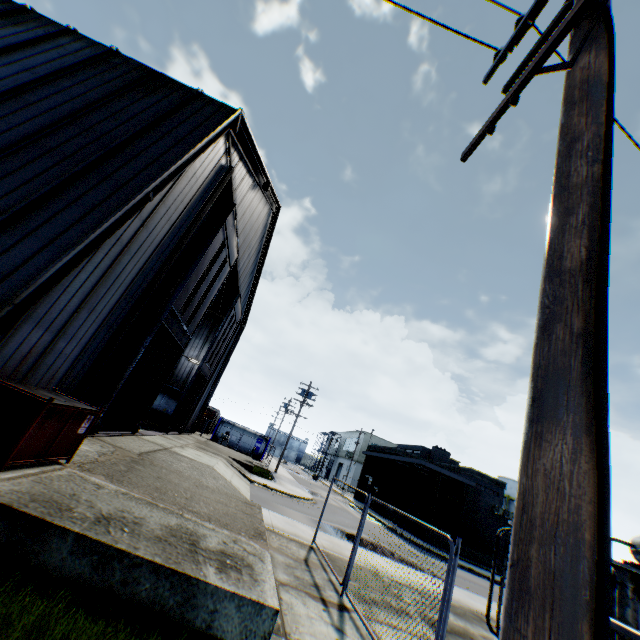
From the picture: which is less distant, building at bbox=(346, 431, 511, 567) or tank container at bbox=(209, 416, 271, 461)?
building at bbox=(346, 431, 511, 567)

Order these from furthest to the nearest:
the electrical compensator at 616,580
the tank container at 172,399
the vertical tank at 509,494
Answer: the vertical tank at 509,494 → the tank container at 172,399 → the electrical compensator at 616,580

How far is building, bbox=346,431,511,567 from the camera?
28.20m

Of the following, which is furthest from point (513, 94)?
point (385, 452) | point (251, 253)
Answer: point (385, 452)

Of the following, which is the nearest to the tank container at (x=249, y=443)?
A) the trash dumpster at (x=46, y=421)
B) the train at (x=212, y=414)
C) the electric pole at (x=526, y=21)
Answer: the train at (x=212, y=414)

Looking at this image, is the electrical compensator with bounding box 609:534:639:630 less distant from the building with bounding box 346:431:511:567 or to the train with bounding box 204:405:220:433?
the building with bounding box 346:431:511:567

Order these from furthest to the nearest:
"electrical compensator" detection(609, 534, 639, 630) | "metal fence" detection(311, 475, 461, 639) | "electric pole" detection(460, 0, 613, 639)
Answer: "electrical compensator" detection(609, 534, 639, 630) → "metal fence" detection(311, 475, 461, 639) → "electric pole" detection(460, 0, 613, 639)

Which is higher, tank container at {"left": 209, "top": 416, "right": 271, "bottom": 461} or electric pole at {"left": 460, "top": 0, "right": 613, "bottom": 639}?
electric pole at {"left": 460, "top": 0, "right": 613, "bottom": 639}
